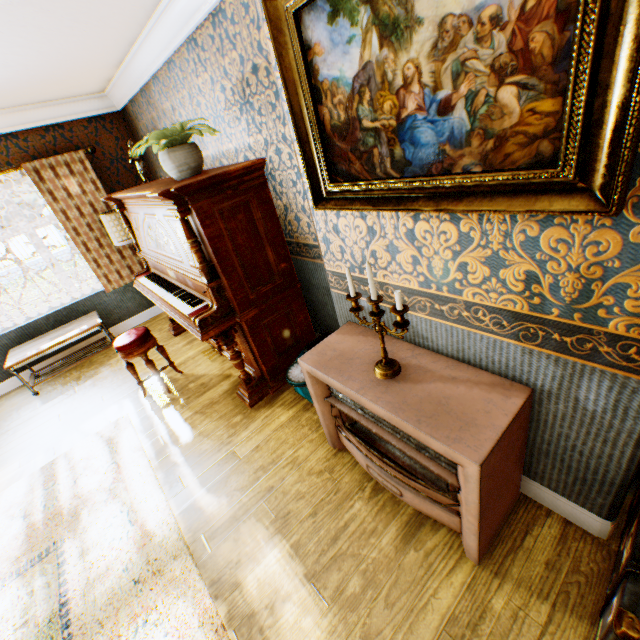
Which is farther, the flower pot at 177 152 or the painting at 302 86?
the flower pot at 177 152

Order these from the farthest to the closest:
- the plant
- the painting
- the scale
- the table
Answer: the table
the scale
the plant
the painting

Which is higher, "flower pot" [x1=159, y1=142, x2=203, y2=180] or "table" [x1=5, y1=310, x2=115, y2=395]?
"flower pot" [x1=159, y1=142, x2=203, y2=180]

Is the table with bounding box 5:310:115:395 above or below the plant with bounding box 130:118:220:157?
below

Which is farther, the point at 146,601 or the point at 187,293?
the point at 187,293

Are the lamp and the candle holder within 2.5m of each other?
no

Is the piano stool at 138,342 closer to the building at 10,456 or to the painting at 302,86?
the building at 10,456

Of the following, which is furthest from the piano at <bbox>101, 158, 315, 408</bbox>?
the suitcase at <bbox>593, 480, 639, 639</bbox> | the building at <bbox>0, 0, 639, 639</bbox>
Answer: the suitcase at <bbox>593, 480, 639, 639</bbox>
